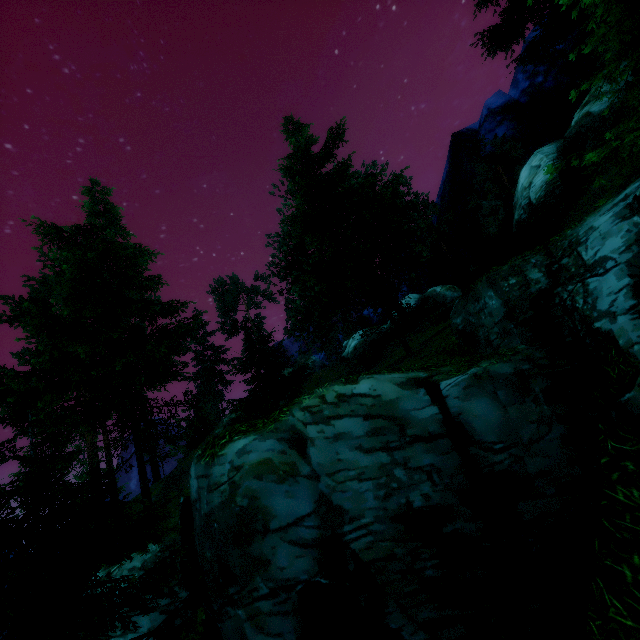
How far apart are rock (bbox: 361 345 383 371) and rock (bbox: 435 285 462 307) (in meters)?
12.70

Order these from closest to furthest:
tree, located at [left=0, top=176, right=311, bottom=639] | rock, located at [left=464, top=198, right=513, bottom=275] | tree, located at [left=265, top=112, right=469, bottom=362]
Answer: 1. tree, located at [left=0, top=176, right=311, bottom=639]
2. tree, located at [left=265, top=112, right=469, bottom=362]
3. rock, located at [left=464, top=198, right=513, bottom=275]

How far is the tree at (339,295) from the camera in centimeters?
1366cm

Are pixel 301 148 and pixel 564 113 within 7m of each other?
no

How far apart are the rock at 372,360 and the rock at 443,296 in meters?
12.7 m

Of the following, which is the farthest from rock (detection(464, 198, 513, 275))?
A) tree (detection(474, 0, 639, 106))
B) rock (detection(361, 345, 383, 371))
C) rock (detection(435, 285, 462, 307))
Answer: rock (detection(361, 345, 383, 371))

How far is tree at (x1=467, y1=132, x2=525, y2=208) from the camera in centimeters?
3594cm
